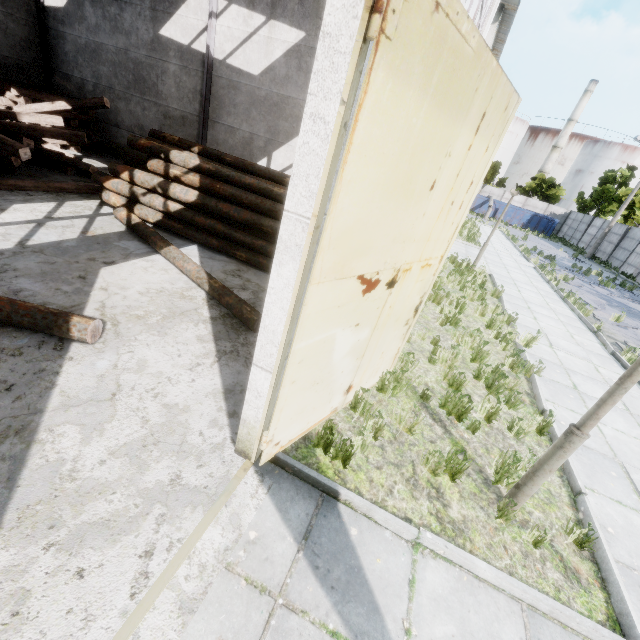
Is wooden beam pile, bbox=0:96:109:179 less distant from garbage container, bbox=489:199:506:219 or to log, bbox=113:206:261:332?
log, bbox=113:206:261:332

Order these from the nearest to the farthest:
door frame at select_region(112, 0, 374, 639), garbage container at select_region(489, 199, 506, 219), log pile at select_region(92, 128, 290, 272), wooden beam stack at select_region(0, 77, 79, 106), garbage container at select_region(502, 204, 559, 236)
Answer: door frame at select_region(112, 0, 374, 639)
log pile at select_region(92, 128, 290, 272)
wooden beam stack at select_region(0, 77, 79, 106)
garbage container at select_region(502, 204, 559, 236)
garbage container at select_region(489, 199, 506, 219)

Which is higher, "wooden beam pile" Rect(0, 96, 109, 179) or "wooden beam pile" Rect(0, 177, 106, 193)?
"wooden beam pile" Rect(0, 96, 109, 179)

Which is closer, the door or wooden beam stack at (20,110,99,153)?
the door

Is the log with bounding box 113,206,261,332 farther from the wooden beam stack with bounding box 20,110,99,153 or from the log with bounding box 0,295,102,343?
the wooden beam stack with bounding box 20,110,99,153

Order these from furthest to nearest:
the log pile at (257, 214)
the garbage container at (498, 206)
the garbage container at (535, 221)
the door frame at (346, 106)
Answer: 1. the garbage container at (498, 206)
2. the garbage container at (535, 221)
3. the log pile at (257, 214)
4. the door frame at (346, 106)

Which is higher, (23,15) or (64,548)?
(23,15)

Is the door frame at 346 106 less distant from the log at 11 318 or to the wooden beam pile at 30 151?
the log at 11 318
